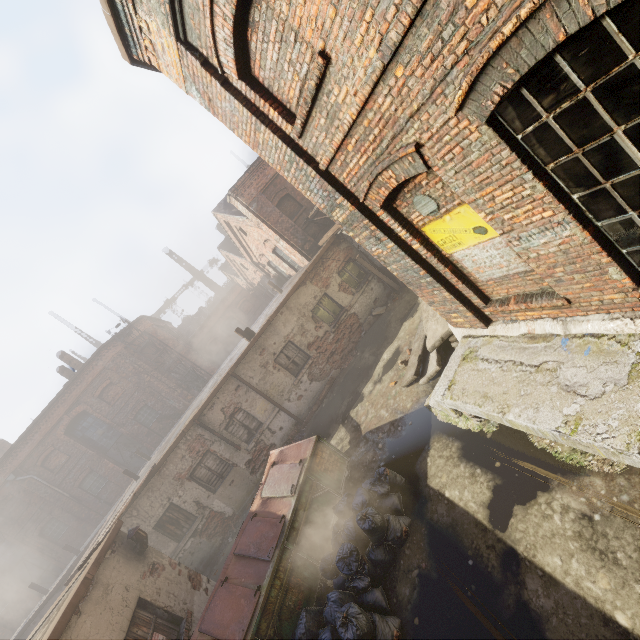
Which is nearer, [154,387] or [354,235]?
[354,235]

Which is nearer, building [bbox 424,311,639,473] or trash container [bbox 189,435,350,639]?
building [bbox 424,311,639,473]

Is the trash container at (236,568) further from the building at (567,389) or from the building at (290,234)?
the building at (290,234)

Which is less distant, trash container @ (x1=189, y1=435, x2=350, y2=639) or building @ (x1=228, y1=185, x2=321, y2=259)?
trash container @ (x1=189, y1=435, x2=350, y2=639)

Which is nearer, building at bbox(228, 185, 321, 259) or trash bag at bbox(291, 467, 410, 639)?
trash bag at bbox(291, 467, 410, 639)

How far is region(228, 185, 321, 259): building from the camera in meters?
14.4 m

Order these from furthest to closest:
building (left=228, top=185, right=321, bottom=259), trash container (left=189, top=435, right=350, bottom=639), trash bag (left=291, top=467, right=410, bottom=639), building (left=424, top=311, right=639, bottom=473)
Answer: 1. building (left=228, top=185, right=321, bottom=259)
2. trash container (left=189, top=435, right=350, bottom=639)
3. trash bag (left=291, top=467, right=410, bottom=639)
4. building (left=424, top=311, right=639, bottom=473)
